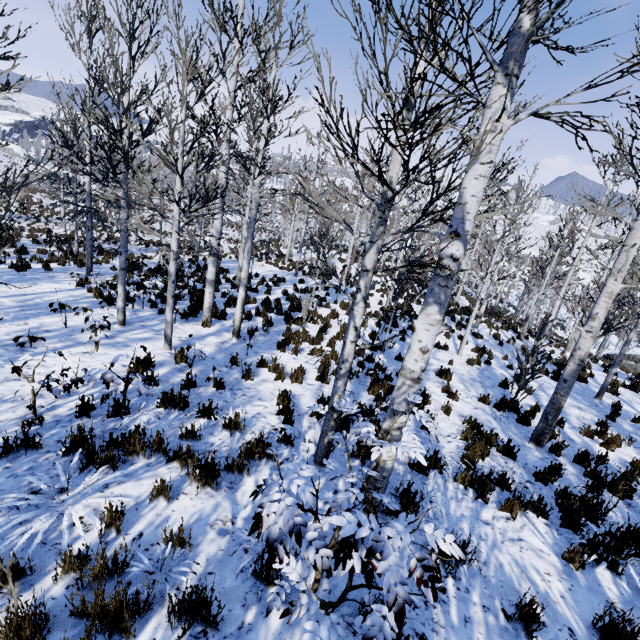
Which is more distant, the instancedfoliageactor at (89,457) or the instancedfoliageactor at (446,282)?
the instancedfoliageactor at (89,457)

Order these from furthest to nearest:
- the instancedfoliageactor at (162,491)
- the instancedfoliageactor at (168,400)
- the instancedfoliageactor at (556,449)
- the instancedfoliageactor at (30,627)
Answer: the instancedfoliageactor at (556,449)
the instancedfoliageactor at (168,400)
the instancedfoliageactor at (162,491)
the instancedfoliageactor at (30,627)

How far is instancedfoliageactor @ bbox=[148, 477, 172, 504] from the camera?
3.5 meters

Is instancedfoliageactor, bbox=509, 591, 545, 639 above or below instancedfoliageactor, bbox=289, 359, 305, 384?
above

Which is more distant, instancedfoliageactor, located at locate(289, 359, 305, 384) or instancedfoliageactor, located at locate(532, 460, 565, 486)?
instancedfoliageactor, located at locate(289, 359, 305, 384)

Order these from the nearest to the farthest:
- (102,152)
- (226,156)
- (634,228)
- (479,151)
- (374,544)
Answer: (374,544) < (479,151) < (634,228) < (226,156) < (102,152)

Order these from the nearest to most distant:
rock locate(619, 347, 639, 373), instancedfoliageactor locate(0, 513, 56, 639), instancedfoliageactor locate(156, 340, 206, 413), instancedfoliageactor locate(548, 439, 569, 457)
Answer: instancedfoliageactor locate(0, 513, 56, 639) < instancedfoliageactor locate(156, 340, 206, 413) < instancedfoliageactor locate(548, 439, 569, 457) < rock locate(619, 347, 639, 373)
